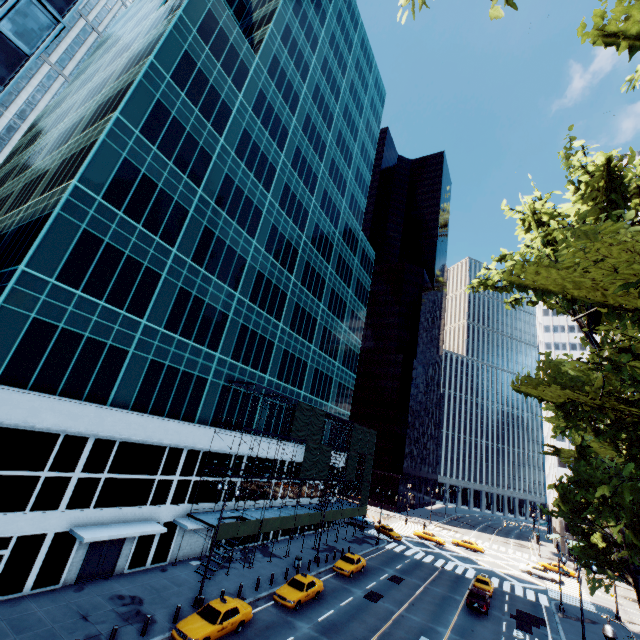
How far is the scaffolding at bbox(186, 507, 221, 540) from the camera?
26.2m

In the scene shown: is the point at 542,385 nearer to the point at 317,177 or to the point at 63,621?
the point at 63,621

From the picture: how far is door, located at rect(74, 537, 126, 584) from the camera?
21.5 meters

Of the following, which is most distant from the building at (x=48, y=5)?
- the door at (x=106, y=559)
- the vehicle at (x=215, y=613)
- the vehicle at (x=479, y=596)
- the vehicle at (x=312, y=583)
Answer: the vehicle at (x=479, y=596)

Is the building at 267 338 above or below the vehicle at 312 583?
above

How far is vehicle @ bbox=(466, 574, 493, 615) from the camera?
30.01m

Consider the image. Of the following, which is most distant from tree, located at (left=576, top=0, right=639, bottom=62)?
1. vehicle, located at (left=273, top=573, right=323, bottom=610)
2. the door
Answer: the door

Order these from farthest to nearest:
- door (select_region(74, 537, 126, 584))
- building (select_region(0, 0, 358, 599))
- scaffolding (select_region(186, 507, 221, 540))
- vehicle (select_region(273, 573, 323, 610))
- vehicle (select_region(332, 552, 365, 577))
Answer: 1. vehicle (select_region(332, 552, 365, 577))
2. scaffolding (select_region(186, 507, 221, 540))
3. vehicle (select_region(273, 573, 323, 610))
4. door (select_region(74, 537, 126, 584))
5. building (select_region(0, 0, 358, 599))
